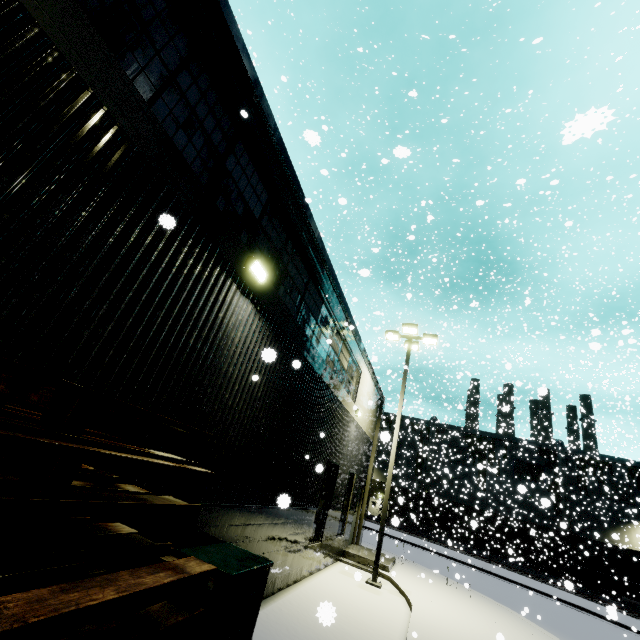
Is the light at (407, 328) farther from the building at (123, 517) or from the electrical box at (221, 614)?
the electrical box at (221, 614)

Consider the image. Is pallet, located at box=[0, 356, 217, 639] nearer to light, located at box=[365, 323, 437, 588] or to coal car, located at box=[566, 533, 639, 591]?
coal car, located at box=[566, 533, 639, 591]

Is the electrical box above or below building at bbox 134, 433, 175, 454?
below

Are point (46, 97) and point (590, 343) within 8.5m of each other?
yes

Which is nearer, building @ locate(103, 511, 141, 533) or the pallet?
the pallet

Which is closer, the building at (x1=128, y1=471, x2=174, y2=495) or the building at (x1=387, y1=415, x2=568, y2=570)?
the building at (x1=128, y1=471, x2=174, y2=495)

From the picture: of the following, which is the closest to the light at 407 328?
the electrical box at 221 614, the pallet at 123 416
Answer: the electrical box at 221 614

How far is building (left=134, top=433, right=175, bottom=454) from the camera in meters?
3.9
